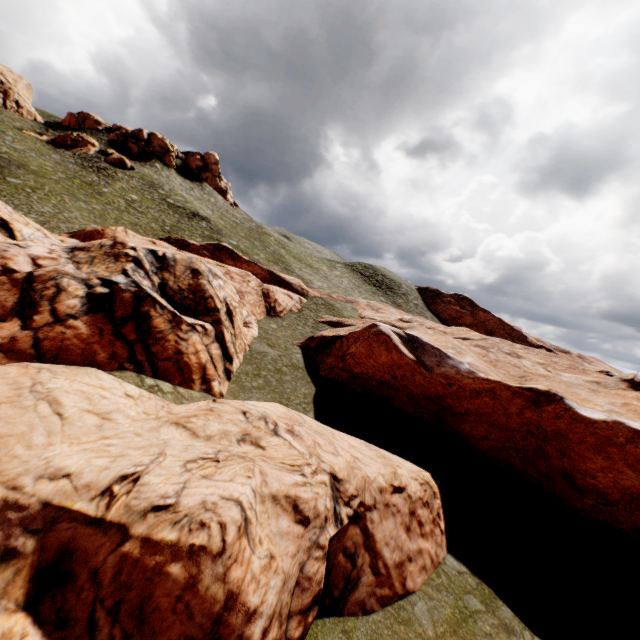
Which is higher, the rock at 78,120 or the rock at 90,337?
the rock at 78,120

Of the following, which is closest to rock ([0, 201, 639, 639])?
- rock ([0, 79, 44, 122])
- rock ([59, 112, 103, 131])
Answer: rock ([59, 112, 103, 131])

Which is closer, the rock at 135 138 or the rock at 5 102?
the rock at 135 138

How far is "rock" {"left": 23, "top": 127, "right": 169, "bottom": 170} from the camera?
49.47m

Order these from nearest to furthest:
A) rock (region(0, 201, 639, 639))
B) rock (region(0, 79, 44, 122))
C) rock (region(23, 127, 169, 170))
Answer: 1. rock (region(0, 201, 639, 639))
2. rock (region(23, 127, 169, 170))
3. rock (region(0, 79, 44, 122))

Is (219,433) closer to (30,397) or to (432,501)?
(30,397)

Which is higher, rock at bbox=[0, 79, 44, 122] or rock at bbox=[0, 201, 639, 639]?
rock at bbox=[0, 79, 44, 122]

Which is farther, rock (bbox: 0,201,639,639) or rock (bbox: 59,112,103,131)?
rock (bbox: 59,112,103,131)
